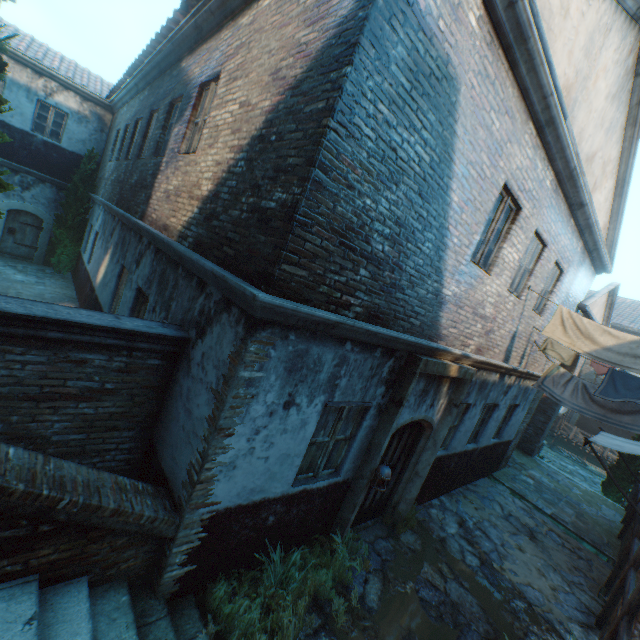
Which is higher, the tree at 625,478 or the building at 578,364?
the building at 578,364

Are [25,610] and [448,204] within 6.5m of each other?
yes

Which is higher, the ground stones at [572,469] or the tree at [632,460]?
the tree at [632,460]

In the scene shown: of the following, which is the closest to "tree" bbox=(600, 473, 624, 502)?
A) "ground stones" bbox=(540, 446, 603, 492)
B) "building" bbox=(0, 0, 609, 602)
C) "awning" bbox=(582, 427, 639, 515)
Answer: "building" bbox=(0, 0, 609, 602)

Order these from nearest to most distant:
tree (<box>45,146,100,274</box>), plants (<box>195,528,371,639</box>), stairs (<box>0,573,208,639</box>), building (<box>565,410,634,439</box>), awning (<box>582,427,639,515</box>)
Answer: stairs (<box>0,573,208,639</box>)
plants (<box>195,528,371,639</box>)
awning (<box>582,427,639,515</box>)
tree (<box>45,146,100,274</box>)
building (<box>565,410,634,439</box>)

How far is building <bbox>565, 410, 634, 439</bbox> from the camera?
24.5 meters

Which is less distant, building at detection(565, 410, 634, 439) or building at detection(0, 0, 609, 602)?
building at detection(0, 0, 609, 602)
